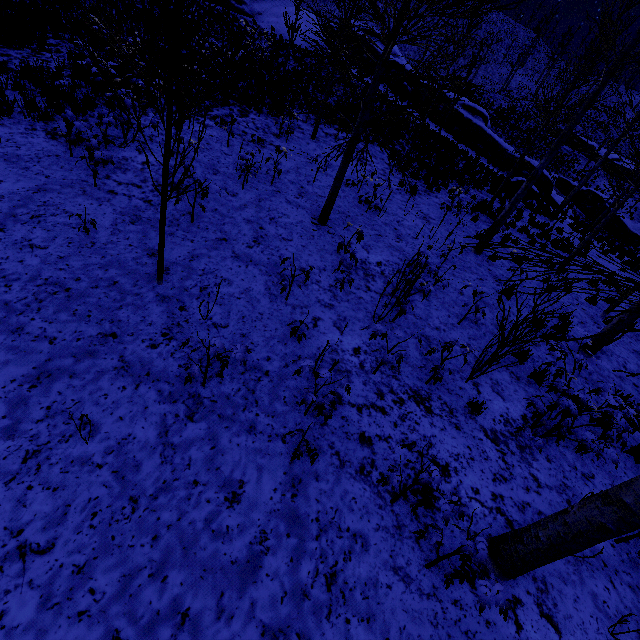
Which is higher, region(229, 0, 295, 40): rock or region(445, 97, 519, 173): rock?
region(229, 0, 295, 40): rock

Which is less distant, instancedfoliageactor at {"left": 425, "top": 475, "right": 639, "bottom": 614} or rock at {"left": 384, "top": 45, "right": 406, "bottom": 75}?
instancedfoliageactor at {"left": 425, "top": 475, "right": 639, "bottom": 614}

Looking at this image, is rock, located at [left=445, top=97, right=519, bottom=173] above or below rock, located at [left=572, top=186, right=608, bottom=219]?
above

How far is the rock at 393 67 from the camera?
25.7 meters

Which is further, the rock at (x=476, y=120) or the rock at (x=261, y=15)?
the rock at (x=261, y=15)

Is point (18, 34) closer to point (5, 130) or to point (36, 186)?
point (5, 130)

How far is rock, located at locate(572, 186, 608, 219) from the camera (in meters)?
29.23
